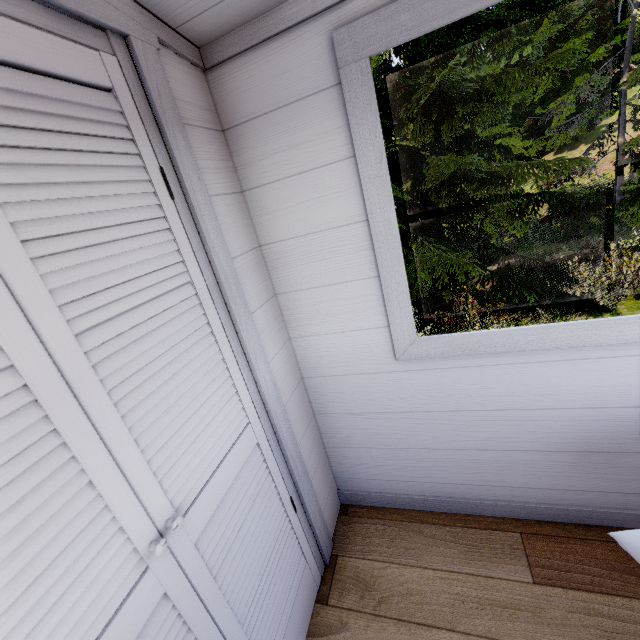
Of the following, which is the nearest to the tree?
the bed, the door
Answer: the bed

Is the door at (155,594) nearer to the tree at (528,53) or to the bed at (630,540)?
the bed at (630,540)

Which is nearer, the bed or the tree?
the bed

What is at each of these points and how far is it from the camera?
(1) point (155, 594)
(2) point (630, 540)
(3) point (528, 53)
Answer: (1) door, 0.73m
(2) bed, 0.87m
(3) tree, 25.23m

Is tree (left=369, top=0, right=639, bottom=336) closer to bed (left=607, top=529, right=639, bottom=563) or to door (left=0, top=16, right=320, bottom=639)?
bed (left=607, top=529, right=639, bottom=563)
